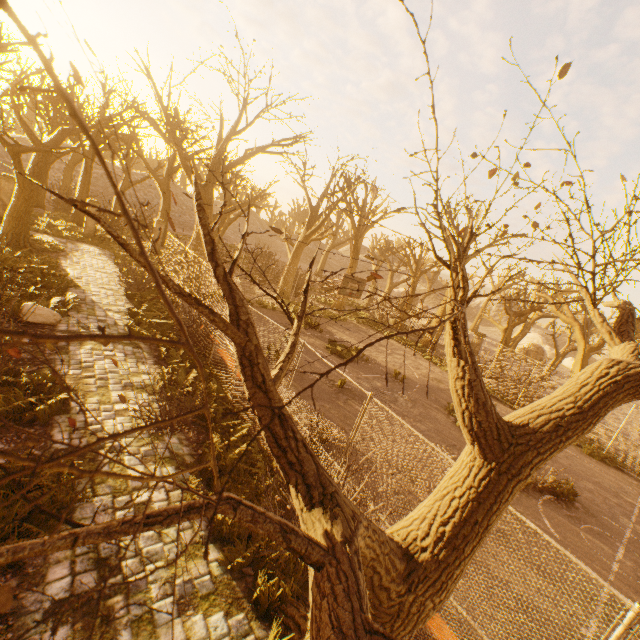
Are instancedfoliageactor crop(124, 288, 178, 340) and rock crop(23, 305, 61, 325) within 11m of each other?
yes

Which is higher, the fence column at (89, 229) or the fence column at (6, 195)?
the fence column at (6, 195)

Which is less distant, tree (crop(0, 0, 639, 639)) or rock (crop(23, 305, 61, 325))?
tree (crop(0, 0, 639, 639))

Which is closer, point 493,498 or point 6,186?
point 493,498

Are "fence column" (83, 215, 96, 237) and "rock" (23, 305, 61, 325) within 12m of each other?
no

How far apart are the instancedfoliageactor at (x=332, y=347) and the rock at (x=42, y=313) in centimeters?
1057cm

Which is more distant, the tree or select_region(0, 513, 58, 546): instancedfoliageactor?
select_region(0, 513, 58, 546): instancedfoliageactor

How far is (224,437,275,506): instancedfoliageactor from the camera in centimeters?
586cm
